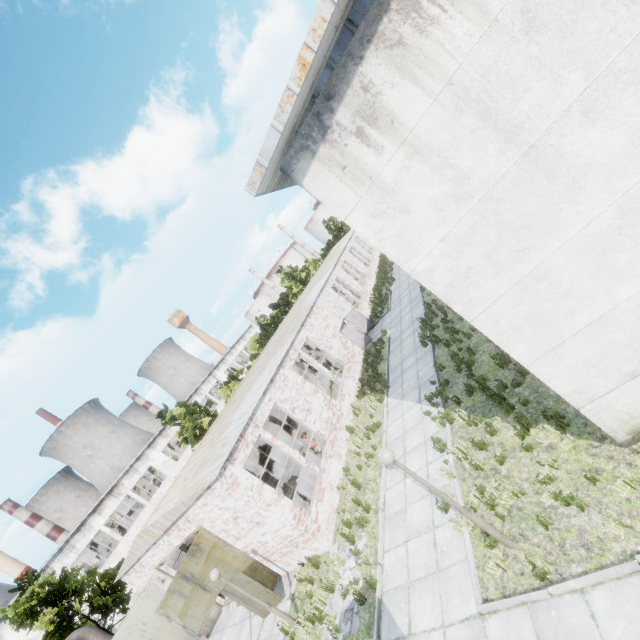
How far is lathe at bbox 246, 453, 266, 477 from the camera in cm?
2391

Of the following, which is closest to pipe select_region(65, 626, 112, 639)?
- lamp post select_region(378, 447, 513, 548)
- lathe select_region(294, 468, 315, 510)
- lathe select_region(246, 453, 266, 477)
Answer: lathe select_region(246, 453, 266, 477)

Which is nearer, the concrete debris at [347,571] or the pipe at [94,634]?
the concrete debris at [347,571]

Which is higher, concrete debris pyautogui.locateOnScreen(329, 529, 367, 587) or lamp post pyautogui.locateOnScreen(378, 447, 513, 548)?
lamp post pyautogui.locateOnScreen(378, 447, 513, 548)

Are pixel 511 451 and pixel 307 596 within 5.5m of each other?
no

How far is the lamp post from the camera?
6.1m

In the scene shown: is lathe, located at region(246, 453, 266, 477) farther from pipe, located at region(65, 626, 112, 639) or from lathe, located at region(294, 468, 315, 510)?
lathe, located at region(294, 468, 315, 510)
